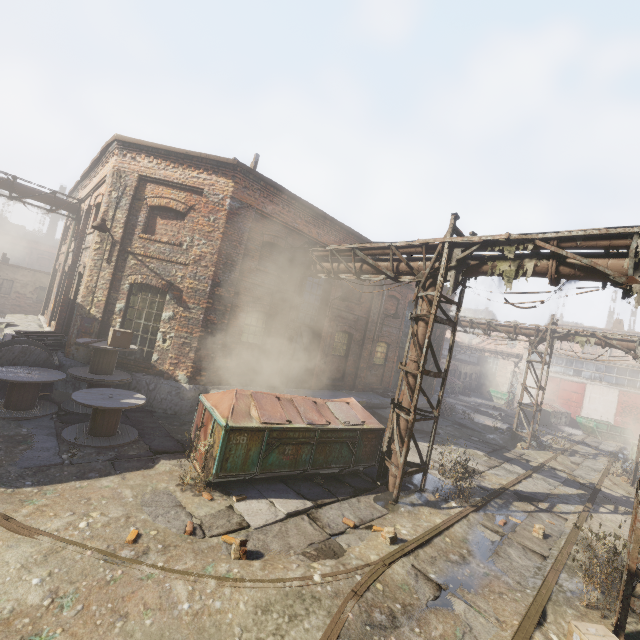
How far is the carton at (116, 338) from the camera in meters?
9.0 m

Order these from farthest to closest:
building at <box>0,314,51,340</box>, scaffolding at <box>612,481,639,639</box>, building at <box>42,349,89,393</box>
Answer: building at <box>0,314,51,340</box> < building at <box>42,349,89,393</box> < scaffolding at <box>612,481,639,639</box>

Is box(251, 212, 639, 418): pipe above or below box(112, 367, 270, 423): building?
above

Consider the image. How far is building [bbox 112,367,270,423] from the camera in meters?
10.2

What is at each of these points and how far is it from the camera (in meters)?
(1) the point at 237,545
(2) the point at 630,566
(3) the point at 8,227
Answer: (1) instancedfoliageactor, 4.80
(2) scaffolding, 4.74
(3) building, 46.09

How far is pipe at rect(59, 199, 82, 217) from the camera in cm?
1515

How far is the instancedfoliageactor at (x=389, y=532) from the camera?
5.8 meters

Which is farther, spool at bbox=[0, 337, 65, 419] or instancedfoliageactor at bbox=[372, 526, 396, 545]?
spool at bbox=[0, 337, 65, 419]
